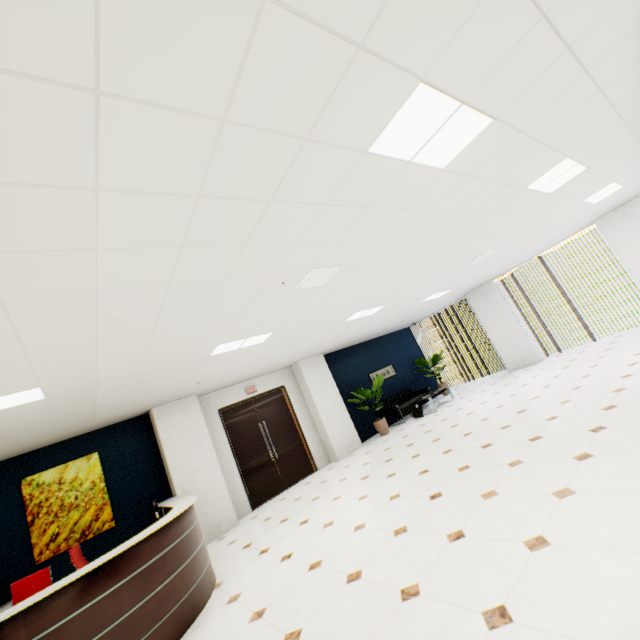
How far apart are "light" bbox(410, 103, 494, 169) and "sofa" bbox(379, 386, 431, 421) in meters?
8.6 m

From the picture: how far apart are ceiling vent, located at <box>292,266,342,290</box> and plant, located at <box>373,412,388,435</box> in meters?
6.7

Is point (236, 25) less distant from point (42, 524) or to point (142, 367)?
point (142, 367)

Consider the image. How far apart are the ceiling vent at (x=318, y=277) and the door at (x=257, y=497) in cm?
538

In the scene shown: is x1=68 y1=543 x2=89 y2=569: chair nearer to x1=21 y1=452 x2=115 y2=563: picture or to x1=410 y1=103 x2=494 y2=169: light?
x1=21 y1=452 x2=115 y2=563: picture

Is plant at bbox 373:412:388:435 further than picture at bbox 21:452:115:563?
Yes

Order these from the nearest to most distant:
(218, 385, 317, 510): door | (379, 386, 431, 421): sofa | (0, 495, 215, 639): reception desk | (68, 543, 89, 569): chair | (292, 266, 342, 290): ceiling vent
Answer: (0, 495, 215, 639): reception desk, (292, 266, 342, 290): ceiling vent, (68, 543, 89, 569): chair, (218, 385, 317, 510): door, (379, 386, 431, 421): sofa

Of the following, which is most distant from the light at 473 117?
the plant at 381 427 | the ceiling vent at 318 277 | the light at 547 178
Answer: the plant at 381 427
